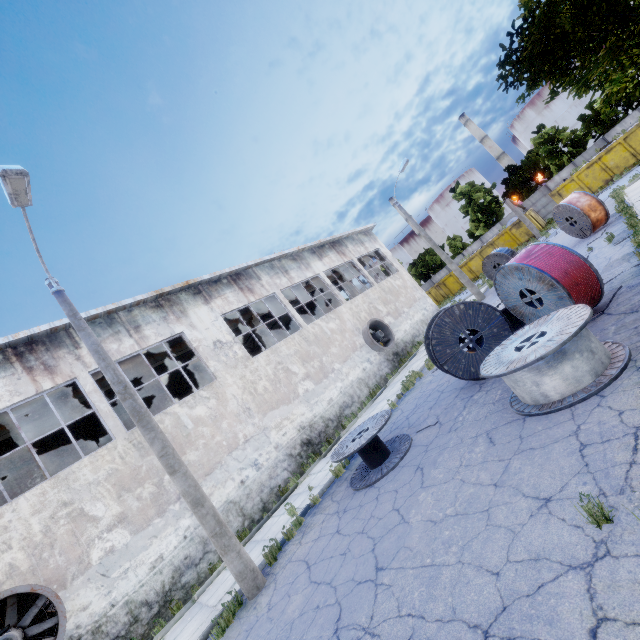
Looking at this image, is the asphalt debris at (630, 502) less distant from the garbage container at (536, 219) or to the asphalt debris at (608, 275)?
the asphalt debris at (608, 275)

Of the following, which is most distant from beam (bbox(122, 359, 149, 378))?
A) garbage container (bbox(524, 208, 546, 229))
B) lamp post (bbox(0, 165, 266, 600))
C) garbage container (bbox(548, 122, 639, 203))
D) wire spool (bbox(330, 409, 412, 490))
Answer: garbage container (bbox(548, 122, 639, 203))

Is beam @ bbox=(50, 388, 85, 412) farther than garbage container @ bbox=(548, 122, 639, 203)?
No

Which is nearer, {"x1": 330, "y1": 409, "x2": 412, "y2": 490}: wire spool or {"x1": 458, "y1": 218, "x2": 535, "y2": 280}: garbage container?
{"x1": 330, "y1": 409, "x2": 412, "y2": 490}: wire spool

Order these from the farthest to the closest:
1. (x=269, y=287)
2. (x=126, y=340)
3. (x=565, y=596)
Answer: (x=269, y=287)
(x=126, y=340)
(x=565, y=596)

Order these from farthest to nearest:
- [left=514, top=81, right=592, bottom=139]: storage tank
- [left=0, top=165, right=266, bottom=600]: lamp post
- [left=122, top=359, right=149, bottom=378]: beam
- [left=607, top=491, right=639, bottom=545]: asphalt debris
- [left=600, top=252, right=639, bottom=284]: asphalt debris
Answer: [left=514, top=81, right=592, bottom=139]: storage tank < [left=122, top=359, right=149, bottom=378]: beam < [left=600, top=252, right=639, bottom=284]: asphalt debris < [left=0, top=165, right=266, bottom=600]: lamp post < [left=607, top=491, right=639, bottom=545]: asphalt debris

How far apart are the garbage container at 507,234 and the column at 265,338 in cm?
2697

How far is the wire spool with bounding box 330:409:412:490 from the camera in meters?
7.7
